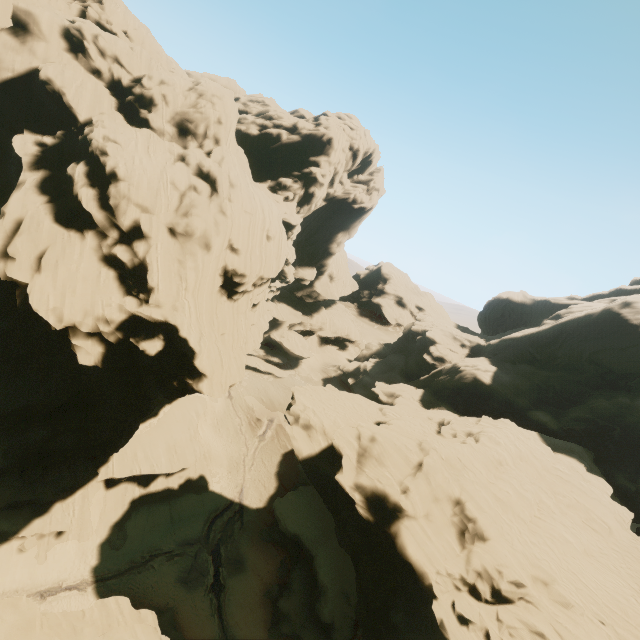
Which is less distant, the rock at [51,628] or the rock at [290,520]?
the rock at [51,628]

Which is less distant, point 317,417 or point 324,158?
point 317,417

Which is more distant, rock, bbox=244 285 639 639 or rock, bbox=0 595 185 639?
rock, bbox=244 285 639 639

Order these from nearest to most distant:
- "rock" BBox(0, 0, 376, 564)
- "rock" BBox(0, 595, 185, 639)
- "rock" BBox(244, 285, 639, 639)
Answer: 1. "rock" BBox(0, 595, 185, 639)
2. "rock" BBox(244, 285, 639, 639)
3. "rock" BBox(0, 0, 376, 564)
